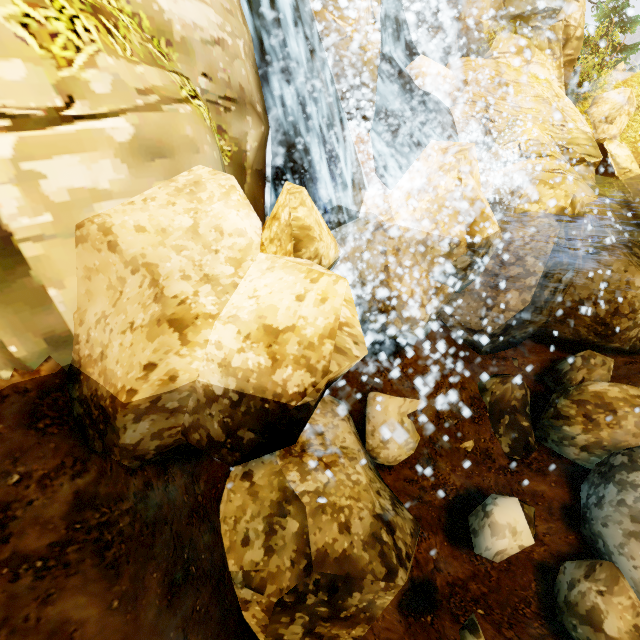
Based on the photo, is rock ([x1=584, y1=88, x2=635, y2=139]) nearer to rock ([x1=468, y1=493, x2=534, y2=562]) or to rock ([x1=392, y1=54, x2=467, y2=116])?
rock ([x1=468, y1=493, x2=534, y2=562])

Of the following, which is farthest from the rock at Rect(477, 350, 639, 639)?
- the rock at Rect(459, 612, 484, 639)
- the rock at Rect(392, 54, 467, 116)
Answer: the rock at Rect(392, 54, 467, 116)

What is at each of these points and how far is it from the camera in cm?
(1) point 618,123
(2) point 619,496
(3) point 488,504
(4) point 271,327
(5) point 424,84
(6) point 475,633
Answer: (1) rock, 1397
(2) rock, 572
(3) rock, 614
(4) rock, 242
(5) rock, 992
(6) rock, 528

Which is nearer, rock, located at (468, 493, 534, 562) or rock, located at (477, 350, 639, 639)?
rock, located at (477, 350, 639, 639)

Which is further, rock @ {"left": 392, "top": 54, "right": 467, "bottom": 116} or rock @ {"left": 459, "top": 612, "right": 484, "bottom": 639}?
rock @ {"left": 392, "top": 54, "right": 467, "bottom": 116}

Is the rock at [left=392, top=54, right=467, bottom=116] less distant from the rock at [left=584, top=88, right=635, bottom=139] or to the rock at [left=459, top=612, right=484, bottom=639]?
the rock at [left=584, top=88, right=635, bottom=139]

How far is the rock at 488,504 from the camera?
5.7m

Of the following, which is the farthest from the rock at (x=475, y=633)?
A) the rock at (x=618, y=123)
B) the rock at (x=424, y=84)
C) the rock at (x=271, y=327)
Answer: the rock at (x=618, y=123)
